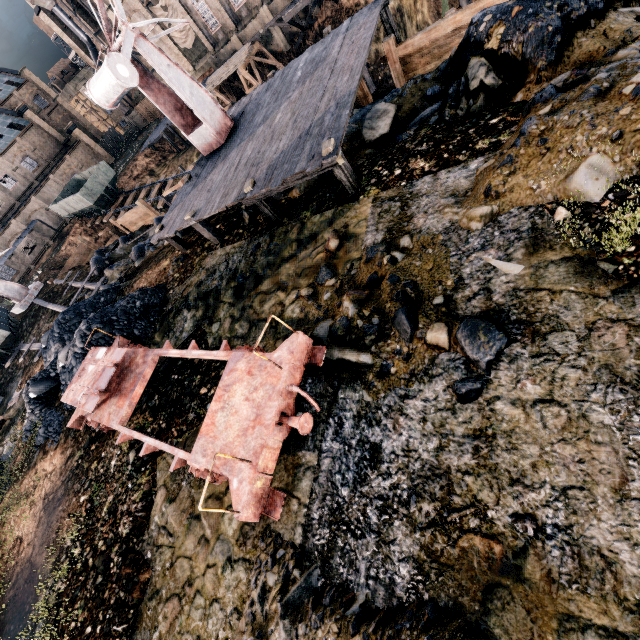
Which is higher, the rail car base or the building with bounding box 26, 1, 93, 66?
the building with bounding box 26, 1, 93, 66

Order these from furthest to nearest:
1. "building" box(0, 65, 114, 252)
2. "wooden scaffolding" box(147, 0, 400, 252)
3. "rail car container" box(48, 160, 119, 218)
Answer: "building" box(0, 65, 114, 252)
"rail car container" box(48, 160, 119, 218)
"wooden scaffolding" box(147, 0, 400, 252)

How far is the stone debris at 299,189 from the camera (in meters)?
10.66

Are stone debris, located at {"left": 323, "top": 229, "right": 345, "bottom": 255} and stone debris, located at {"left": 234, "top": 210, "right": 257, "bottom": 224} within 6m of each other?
yes

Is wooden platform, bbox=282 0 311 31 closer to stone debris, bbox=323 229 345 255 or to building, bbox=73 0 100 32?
building, bbox=73 0 100 32

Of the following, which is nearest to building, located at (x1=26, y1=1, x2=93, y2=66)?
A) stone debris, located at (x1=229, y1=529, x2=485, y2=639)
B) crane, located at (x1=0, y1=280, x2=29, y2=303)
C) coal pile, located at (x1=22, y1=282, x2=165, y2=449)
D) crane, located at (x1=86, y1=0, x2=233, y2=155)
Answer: crane, located at (x1=86, y1=0, x2=233, y2=155)

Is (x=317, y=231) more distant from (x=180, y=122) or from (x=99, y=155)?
(x=99, y=155)

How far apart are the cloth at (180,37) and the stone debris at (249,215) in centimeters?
4497cm
